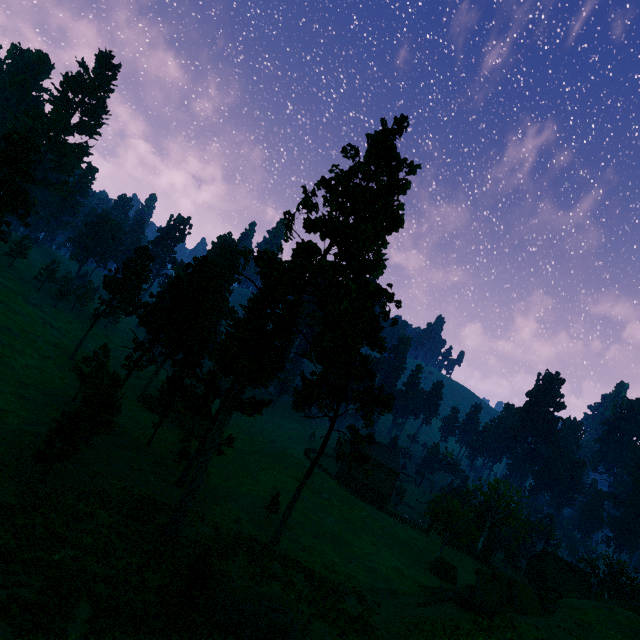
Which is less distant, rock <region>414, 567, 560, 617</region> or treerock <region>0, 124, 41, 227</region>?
rock <region>414, 567, 560, 617</region>

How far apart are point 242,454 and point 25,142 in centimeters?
5927cm

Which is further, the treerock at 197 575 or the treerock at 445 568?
the treerock at 445 568

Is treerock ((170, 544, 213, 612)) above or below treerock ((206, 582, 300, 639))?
above

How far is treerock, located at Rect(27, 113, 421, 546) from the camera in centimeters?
2711cm

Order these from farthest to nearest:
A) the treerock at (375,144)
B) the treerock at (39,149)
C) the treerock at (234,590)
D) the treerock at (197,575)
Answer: the treerock at (39,149), the treerock at (375,144), the treerock at (234,590), the treerock at (197,575)

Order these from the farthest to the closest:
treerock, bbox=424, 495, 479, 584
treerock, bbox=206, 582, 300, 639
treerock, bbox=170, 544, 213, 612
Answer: treerock, bbox=424, 495, 479, 584 < treerock, bbox=206, 582, 300, 639 < treerock, bbox=170, 544, 213, 612
